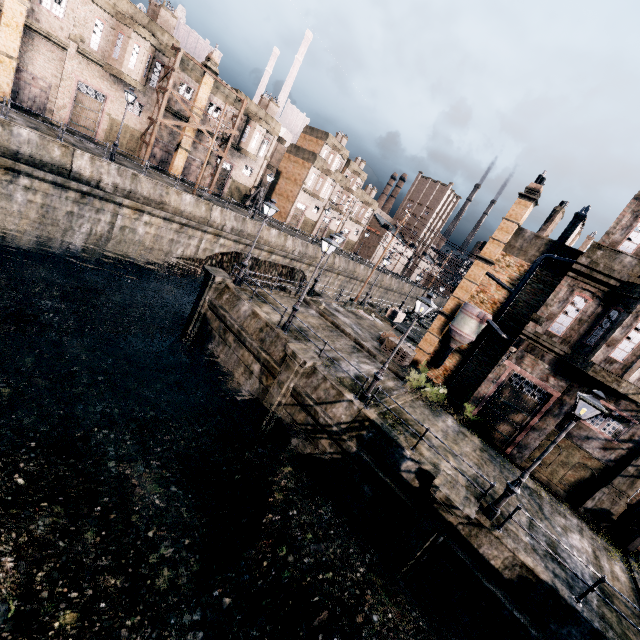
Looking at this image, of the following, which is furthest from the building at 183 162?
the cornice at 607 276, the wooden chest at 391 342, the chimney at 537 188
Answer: the cornice at 607 276

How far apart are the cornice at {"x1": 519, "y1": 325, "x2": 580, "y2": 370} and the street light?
8.1m

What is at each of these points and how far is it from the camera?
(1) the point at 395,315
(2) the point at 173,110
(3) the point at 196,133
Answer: (1) wooden chest, 36.5 meters
(2) building, 35.4 meters
(3) building, 38.7 meters

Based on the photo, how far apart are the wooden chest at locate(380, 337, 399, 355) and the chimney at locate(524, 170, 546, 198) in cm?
1303

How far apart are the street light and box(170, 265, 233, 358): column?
17.37m

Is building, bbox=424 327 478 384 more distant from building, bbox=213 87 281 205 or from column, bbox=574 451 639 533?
building, bbox=213 87 281 205

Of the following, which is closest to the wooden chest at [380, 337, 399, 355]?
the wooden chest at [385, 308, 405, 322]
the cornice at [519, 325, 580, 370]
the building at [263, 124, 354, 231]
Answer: the cornice at [519, 325, 580, 370]

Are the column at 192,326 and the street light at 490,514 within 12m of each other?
no
